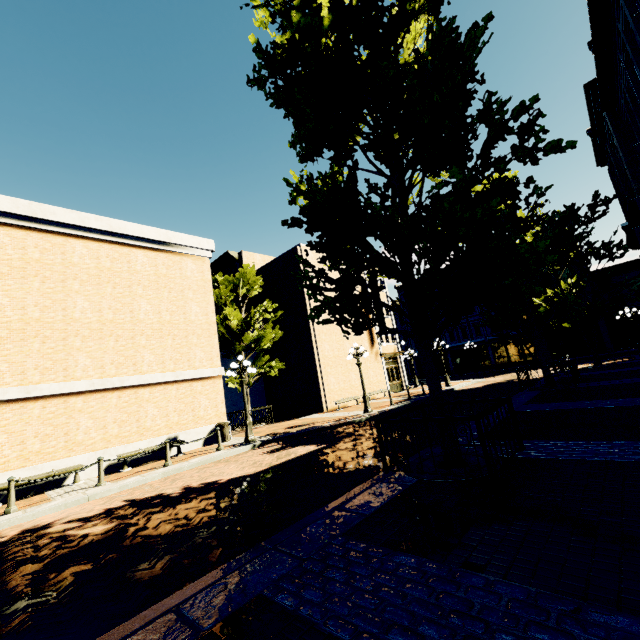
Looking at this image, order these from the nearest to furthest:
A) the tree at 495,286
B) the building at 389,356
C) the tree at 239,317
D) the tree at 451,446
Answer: the tree at 495,286, the tree at 451,446, the tree at 239,317, the building at 389,356

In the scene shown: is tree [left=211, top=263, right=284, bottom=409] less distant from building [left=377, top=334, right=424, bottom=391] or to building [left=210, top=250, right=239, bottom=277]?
building [left=377, top=334, right=424, bottom=391]

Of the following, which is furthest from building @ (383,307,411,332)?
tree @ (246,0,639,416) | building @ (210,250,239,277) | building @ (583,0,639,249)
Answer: building @ (210,250,239,277)

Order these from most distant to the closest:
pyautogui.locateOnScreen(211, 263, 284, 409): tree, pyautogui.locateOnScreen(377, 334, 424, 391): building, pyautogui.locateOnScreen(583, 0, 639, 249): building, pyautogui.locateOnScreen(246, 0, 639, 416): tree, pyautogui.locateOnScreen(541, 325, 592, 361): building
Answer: pyautogui.locateOnScreen(541, 325, 592, 361): building < pyautogui.locateOnScreen(377, 334, 424, 391): building < pyautogui.locateOnScreen(211, 263, 284, 409): tree < pyautogui.locateOnScreen(583, 0, 639, 249): building < pyautogui.locateOnScreen(246, 0, 639, 416): tree

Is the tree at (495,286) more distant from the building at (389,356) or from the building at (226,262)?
the building at (226,262)

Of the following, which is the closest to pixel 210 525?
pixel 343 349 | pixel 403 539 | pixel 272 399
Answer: pixel 403 539

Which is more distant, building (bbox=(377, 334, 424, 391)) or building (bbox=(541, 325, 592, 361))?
building (bbox=(541, 325, 592, 361))

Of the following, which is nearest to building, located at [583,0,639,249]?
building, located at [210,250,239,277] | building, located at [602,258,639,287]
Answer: building, located at [602,258,639,287]
